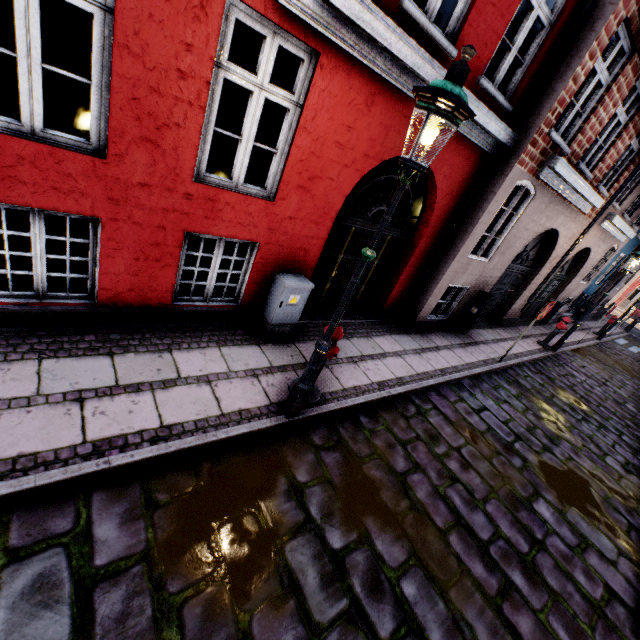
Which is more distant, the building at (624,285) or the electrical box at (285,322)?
the building at (624,285)

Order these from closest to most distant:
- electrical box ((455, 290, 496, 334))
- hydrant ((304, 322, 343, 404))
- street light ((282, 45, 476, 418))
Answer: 1. street light ((282, 45, 476, 418))
2. hydrant ((304, 322, 343, 404))
3. electrical box ((455, 290, 496, 334))

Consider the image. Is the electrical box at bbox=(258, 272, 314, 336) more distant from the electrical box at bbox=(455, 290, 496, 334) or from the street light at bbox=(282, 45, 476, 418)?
the electrical box at bbox=(455, 290, 496, 334)

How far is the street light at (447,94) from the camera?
2.3m

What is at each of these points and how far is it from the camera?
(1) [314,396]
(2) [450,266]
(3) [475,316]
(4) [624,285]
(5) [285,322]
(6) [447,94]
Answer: (1) hydrant, 4.6 meters
(2) building, 7.2 meters
(3) electrical box, 8.8 meters
(4) building, 21.0 meters
(5) electrical box, 5.4 meters
(6) street light, 2.3 meters

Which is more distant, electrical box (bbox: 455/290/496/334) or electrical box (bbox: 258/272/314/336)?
electrical box (bbox: 455/290/496/334)

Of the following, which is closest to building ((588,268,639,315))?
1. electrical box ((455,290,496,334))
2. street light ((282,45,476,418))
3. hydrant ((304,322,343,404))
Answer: electrical box ((455,290,496,334))

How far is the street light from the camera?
2.32m
